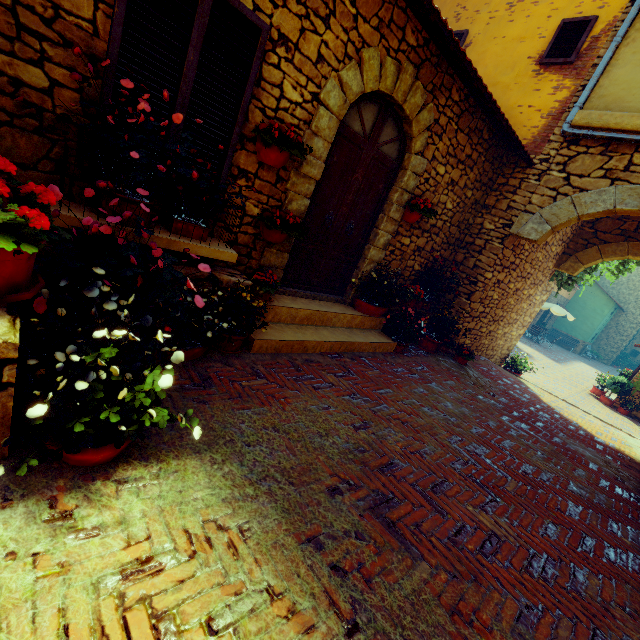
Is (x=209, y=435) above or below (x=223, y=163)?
below

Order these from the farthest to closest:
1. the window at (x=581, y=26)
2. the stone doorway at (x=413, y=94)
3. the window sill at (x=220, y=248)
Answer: the window at (x=581, y=26), the stone doorway at (x=413, y=94), the window sill at (x=220, y=248)

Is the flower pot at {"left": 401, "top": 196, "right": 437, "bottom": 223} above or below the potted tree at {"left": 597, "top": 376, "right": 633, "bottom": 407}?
above

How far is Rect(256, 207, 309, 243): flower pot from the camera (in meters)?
3.66

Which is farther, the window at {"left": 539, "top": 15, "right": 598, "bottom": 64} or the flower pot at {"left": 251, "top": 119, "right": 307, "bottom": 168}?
the window at {"left": 539, "top": 15, "right": 598, "bottom": 64}

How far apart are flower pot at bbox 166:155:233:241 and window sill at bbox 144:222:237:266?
0.01m

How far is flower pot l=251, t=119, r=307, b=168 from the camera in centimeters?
316cm

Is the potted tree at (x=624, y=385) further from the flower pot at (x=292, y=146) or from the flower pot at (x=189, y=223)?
the flower pot at (x=189, y=223)
